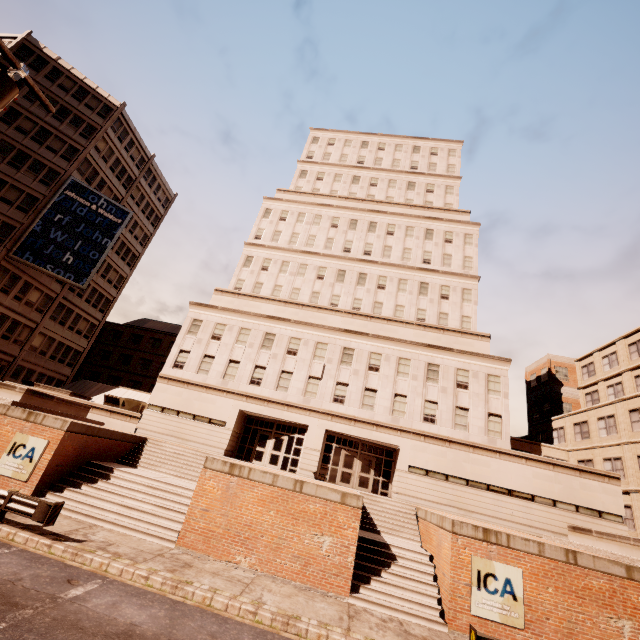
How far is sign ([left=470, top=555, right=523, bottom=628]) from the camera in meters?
11.2 m

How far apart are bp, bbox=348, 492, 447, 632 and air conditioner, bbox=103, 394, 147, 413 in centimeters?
2175cm

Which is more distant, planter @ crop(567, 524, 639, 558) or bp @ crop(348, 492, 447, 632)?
planter @ crop(567, 524, 639, 558)

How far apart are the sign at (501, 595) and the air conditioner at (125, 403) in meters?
26.3 m

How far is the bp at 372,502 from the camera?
11.6m

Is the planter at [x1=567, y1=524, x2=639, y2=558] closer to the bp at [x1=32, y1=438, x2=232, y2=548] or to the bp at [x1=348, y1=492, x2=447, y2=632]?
the bp at [x1=348, y1=492, x2=447, y2=632]

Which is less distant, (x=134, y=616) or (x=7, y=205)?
(x=134, y=616)

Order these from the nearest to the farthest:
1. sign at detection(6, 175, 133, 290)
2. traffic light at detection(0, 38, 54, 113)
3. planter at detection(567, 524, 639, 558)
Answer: traffic light at detection(0, 38, 54, 113)
planter at detection(567, 524, 639, 558)
sign at detection(6, 175, 133, 290)
